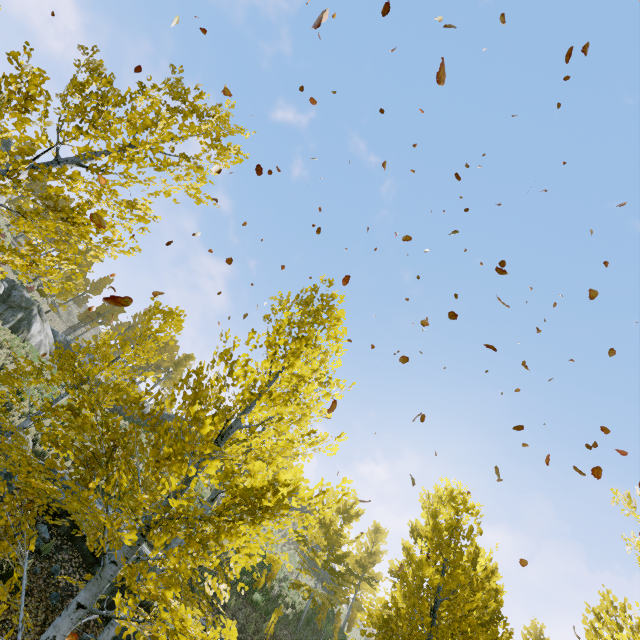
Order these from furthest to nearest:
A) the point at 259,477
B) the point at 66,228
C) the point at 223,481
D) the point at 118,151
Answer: the point at 223,481 → the point at 118,151 → the point at 66,228 → the point at 259,477

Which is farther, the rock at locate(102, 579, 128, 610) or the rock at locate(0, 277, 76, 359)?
the rock at locate(0, 277, 76, 359)

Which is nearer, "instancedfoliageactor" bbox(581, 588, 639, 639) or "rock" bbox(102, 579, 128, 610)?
"instancedfoliageactor" bbox(581, 588, 639, 639)

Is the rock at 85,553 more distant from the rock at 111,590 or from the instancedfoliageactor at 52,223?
the instancedfoliageactor at 52,223

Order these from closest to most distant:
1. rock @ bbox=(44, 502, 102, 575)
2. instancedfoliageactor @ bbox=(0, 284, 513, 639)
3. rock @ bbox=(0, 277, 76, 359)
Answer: instancedfoliageactor @ bbox=(0, 284, 513, 639) → rock @ bbox=(44, 502, 102, 575) → rock @ bbox=(0, 277, 76, 359)

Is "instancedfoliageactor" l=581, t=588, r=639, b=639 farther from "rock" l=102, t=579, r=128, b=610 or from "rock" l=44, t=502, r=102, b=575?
"rock" l=44, t=502, r=102, b=575

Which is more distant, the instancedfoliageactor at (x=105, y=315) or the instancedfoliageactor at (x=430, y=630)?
the instancedfoliageactor at (x=105, y=315)

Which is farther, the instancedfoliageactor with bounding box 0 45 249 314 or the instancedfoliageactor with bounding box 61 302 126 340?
the instancedfoliageactor with bounding box 61 302 126 340
